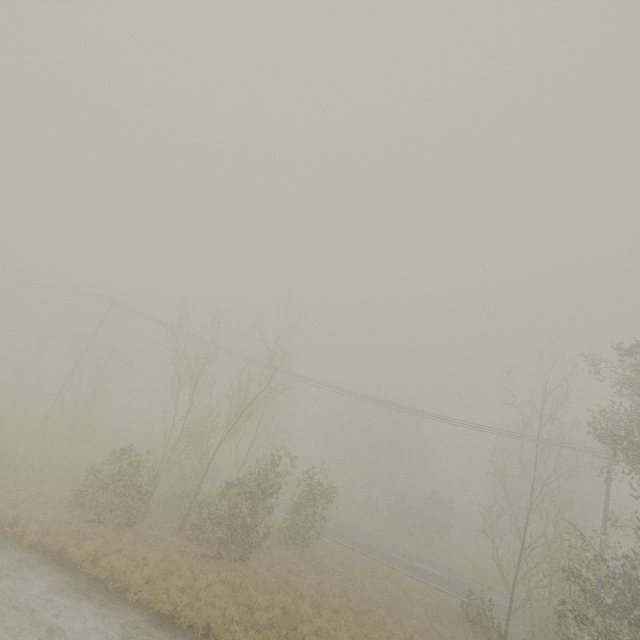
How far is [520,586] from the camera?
17.8 meters

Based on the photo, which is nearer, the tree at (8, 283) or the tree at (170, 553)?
the tree at (170, 553)

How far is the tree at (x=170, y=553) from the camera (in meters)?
13.63

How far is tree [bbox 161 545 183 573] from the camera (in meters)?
13.63

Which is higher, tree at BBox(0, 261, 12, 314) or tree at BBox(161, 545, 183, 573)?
tree at BBox(0, 261, 12, 314)

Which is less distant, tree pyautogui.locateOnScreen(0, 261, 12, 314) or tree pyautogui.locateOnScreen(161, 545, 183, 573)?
tree pyautogui.locateOnScreen(161, 545, 183, 573)
